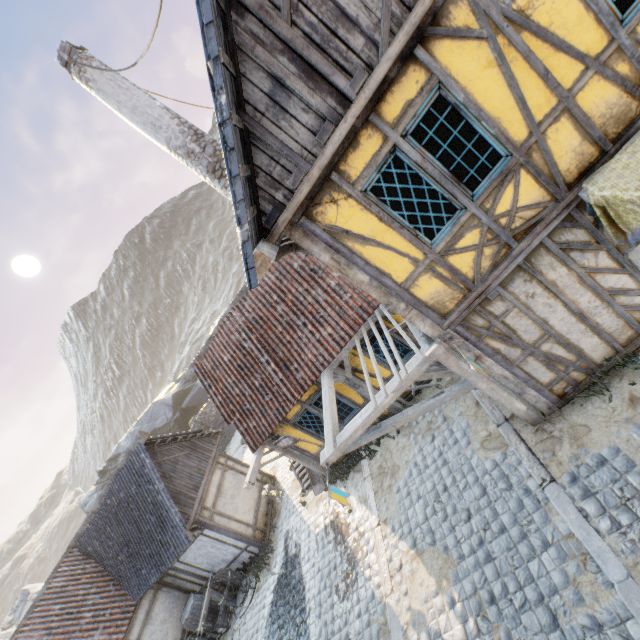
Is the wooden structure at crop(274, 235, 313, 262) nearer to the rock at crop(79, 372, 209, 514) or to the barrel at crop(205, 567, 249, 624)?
the rock at crop(79, 372, 209, 514)

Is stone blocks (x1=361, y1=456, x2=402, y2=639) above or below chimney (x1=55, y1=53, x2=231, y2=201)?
below

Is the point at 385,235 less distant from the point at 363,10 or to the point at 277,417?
the point at 363,10

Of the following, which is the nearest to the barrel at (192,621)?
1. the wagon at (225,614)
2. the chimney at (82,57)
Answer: the wagon at (225,614)

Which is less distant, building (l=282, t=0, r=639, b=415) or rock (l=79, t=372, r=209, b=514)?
building (l=282, t=0, r=639, b=415)

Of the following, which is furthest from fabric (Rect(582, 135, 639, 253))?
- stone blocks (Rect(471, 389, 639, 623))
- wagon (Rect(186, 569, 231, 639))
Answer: wagon (Rect(186, 569, 231, 639))

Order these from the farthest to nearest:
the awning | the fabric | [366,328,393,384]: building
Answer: [366,328,393,384]: building < the awning < the fabric

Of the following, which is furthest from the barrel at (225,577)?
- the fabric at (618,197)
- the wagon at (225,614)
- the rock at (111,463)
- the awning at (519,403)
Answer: the fabric at (618,197)
